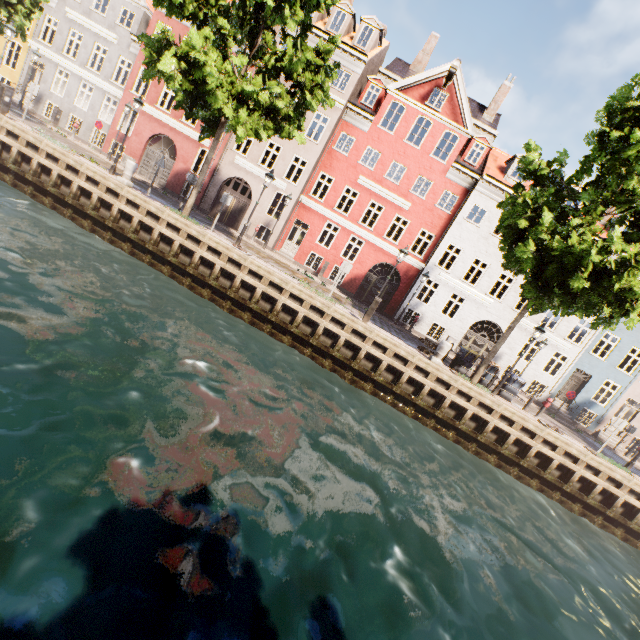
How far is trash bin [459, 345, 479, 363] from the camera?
15.2m

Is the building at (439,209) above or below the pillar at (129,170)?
above

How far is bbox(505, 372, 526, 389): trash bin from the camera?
15.10m

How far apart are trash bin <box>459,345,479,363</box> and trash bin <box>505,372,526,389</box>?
1.65m

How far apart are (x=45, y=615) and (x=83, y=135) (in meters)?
29.76

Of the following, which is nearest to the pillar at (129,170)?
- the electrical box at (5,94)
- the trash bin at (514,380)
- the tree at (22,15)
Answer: the tree at (22,15)

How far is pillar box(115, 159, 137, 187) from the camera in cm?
1407

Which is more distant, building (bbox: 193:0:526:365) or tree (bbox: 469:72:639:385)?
building (bbox: 193:0:526:365)
